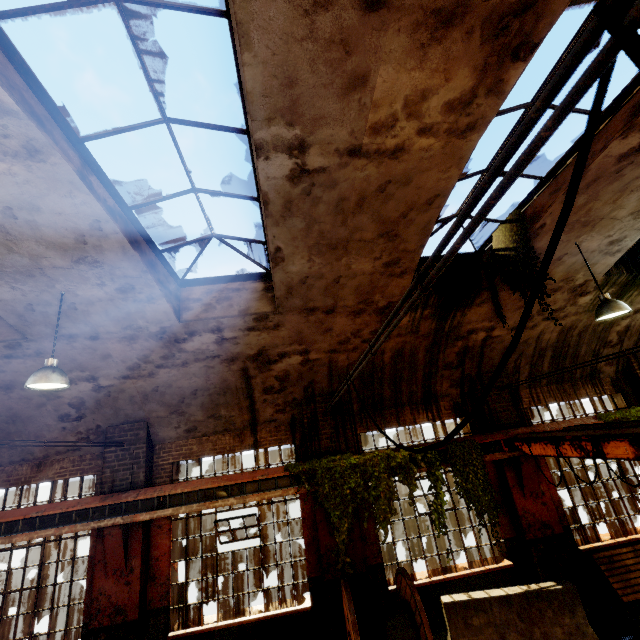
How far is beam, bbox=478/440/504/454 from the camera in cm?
824

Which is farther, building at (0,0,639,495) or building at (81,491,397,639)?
building at (81,491,397,639)

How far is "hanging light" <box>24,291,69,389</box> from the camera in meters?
4.8

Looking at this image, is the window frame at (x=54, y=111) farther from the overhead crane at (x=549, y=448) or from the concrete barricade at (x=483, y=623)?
the concrete barricade at (x=483, y=623)

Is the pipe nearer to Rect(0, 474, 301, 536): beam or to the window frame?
Rect(0, 474, 301, 536): beam

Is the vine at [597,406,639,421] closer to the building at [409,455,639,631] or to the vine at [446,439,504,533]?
the building at [409,455,639,631]

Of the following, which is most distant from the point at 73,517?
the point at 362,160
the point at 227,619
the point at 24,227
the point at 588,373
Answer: the point at 588,373

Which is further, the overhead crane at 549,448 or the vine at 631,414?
the vine at 631,414
